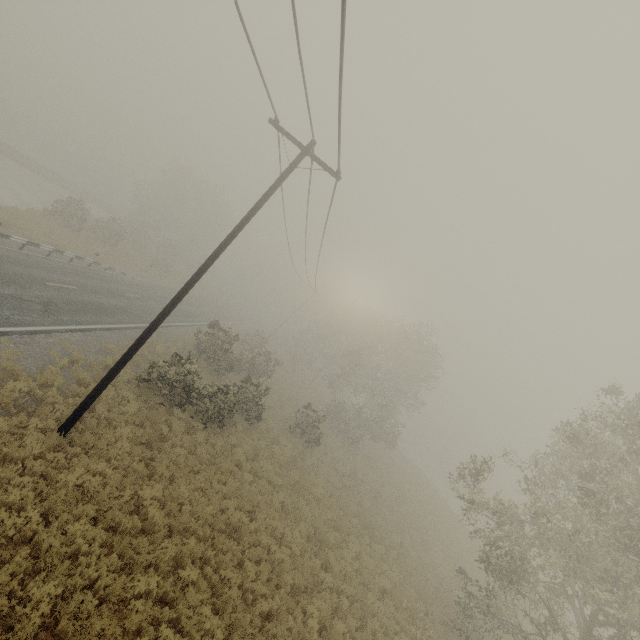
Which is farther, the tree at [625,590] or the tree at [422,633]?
the tree at [422,633]

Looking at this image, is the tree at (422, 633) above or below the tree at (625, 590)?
below

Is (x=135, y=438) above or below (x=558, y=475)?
below

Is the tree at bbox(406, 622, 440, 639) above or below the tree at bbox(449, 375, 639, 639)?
below

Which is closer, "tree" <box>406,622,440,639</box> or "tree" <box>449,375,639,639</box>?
"tree" <box>449,375,639,639</box>
